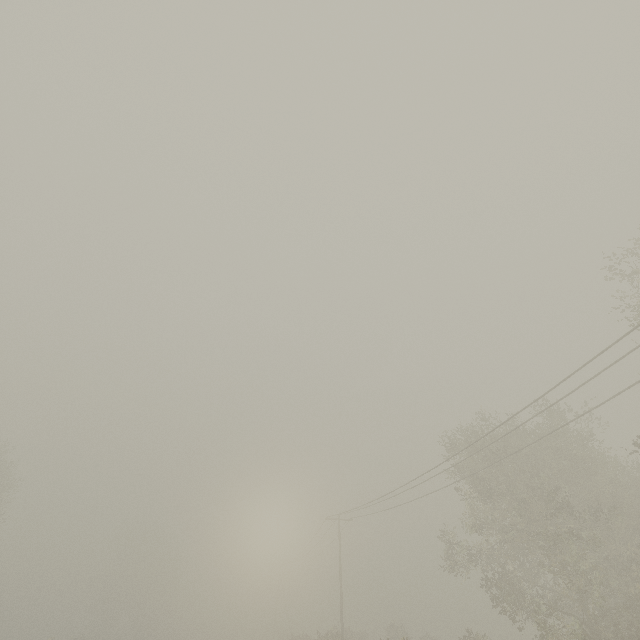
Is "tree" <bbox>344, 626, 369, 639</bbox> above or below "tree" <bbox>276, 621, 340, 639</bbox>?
below

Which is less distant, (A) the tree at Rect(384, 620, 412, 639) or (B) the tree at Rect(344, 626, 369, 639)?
(B) the tree at Rect(344, 626, 369, 639)

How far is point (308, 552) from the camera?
43.47m

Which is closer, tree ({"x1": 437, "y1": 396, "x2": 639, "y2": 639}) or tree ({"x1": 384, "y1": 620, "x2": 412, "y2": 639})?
tree ({"x1": 437, "y1": 396, "x2": 639, "y2": 639})

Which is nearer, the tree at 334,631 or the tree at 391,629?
the tree at 334,631

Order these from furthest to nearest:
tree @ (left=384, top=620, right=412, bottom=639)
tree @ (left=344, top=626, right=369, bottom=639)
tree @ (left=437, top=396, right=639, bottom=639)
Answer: tree @ (left=384, top=620, right=412, bottom=639), tree @ (left=344, top=626, right=369, bottom=639), tree @ (left=437, top=396, right=639, bottom=639)

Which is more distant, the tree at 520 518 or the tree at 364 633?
the tree at 364 633
